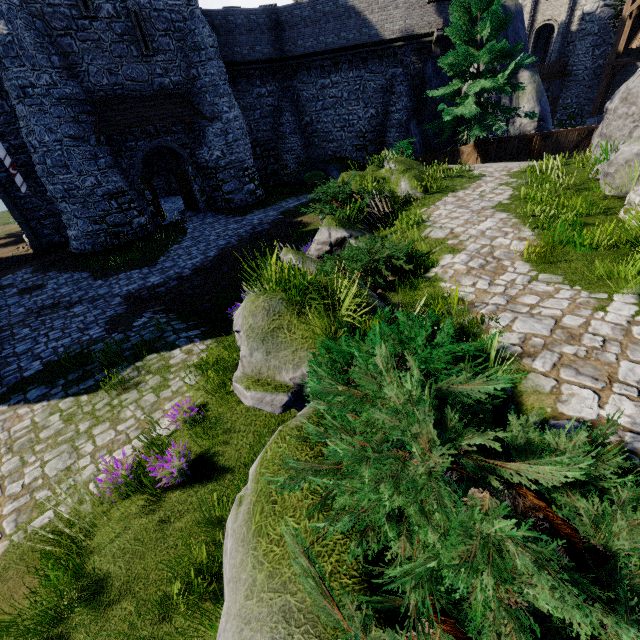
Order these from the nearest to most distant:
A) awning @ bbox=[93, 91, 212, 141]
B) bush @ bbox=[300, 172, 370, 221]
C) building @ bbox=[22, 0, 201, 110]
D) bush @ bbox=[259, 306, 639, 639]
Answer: bush @ bbox=[259, 306, 639, 639], bush @ bbox=[300, 172, 370, 221], building @ bbox=[22, 0, 201, 110], awning @ bbox=[93, 91, 212, 141]

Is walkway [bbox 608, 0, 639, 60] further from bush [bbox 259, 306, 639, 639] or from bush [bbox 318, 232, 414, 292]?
bush [bbox 259, 306, 639, 639]

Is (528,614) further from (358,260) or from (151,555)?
(358,260)

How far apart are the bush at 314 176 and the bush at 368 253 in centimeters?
1936cm

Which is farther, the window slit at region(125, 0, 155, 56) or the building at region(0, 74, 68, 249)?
the building at region(0, 74, 68, 249)

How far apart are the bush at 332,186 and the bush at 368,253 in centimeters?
225cm

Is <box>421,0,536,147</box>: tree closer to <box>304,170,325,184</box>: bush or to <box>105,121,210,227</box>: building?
<box>304,170,325,184</box>: bush

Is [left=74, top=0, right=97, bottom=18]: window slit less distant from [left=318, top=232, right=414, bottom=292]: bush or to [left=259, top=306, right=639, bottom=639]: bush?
[left=318, top=232, right=414, bottom=292]: bush
